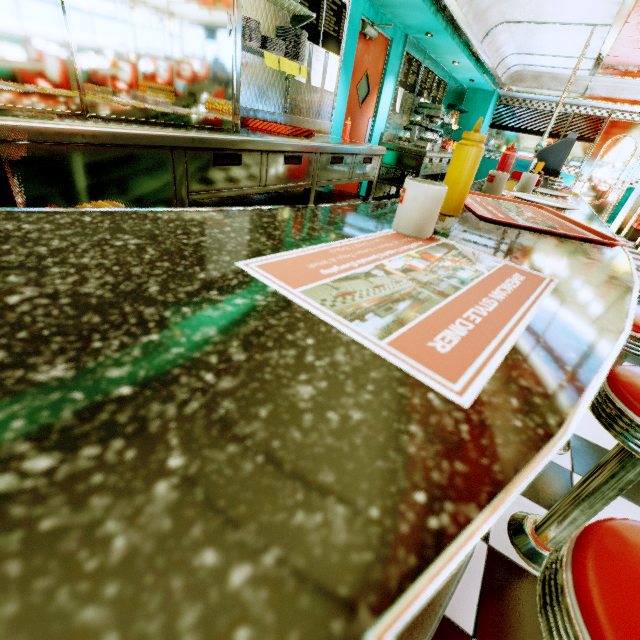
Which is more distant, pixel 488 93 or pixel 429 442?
pixel 488 93

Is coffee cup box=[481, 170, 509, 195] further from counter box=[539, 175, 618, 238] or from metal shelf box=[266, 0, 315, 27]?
metal shelf box=[266, 0, 315, 27]

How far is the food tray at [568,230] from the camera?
0.90m

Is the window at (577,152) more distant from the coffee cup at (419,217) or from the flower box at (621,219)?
the coffee cup at (419,217)

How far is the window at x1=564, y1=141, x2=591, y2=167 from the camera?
8.8m

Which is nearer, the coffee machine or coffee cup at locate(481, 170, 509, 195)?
coffee cup at locate(481, 170, 509, 195)

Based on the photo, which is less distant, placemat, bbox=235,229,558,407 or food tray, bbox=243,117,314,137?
placemat, bbox=235,229,558,407

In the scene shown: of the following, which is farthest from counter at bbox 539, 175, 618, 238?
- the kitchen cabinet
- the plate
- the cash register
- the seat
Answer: the seat
